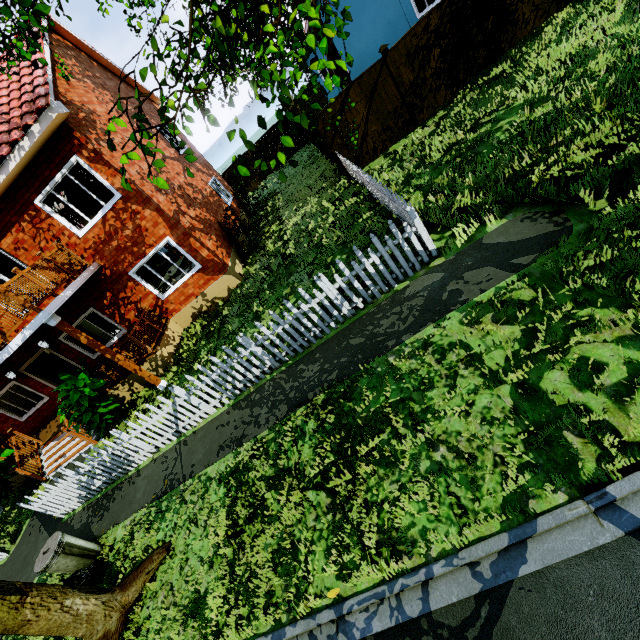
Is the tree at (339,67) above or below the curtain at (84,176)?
below

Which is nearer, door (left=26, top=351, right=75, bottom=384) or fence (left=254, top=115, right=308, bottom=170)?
door (left=26, top=351, right=75, bottom=384)

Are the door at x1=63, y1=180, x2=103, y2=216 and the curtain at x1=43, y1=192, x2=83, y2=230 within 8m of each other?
yes

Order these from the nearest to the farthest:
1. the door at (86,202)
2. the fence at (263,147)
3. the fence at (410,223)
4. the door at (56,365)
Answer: the fence at (410,223) < the door at (86,202) < the door at (56,365) < the fence at (263,147)

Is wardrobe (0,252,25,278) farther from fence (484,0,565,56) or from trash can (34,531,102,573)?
trash can (34,531,102,573)

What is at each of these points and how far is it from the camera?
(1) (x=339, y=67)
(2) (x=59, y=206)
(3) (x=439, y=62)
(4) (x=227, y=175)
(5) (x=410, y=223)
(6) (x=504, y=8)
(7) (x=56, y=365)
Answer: (1) tree, 7.34m
(2) curtain, 9.58m
(3) fence, 10.20m
(4) fence, 22.88m
(5) fence, 6.70m
(6) fence, 9.66m
(7) door, 13.34m

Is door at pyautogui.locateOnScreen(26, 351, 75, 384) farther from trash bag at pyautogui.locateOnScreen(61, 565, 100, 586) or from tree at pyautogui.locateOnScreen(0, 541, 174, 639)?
trash bag at pyautogui.locateOnScreen(61, 565, 100, 586)

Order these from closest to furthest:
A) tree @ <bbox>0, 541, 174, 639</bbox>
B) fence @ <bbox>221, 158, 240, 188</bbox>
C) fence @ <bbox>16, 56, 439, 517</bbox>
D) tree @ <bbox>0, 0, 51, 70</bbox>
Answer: tree @ <bbox>0, 0, 51, 70</bbox> → tree @ <bbox>0, 541, 174, 639</bbox> → fence @ <bbox>16, 56, 439, 517</bbox> → fence @ <bbox>221, 158, 240, 188</bbox>
